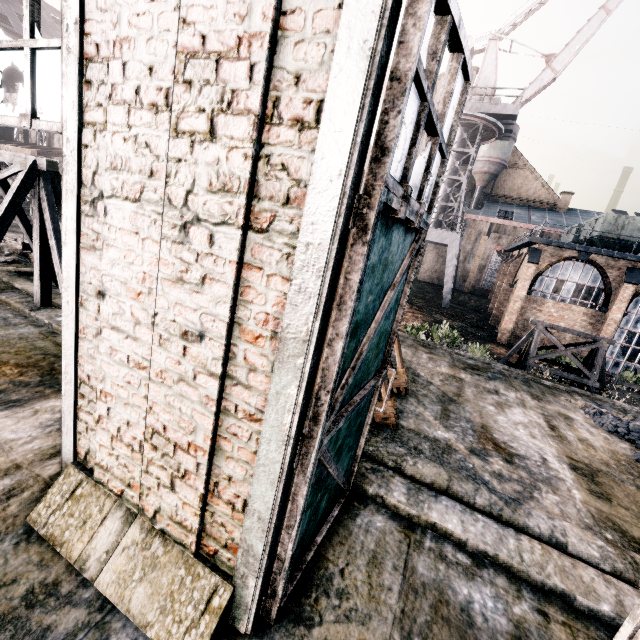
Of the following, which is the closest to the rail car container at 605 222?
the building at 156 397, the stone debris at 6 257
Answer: the building at 156 397

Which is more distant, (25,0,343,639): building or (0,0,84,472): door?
(0,0,84,472): door

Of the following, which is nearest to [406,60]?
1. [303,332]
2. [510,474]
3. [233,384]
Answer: [303,332]

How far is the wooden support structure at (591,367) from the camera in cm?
1455

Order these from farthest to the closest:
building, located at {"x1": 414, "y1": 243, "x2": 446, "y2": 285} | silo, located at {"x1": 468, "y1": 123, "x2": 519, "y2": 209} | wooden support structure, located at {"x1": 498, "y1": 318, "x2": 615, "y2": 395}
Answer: building, located at {"x1": 414, "y1": 243, "x2": 446, "y2": 285}, silo, located at {"x1": 468, "y1": 123, "x2": 519, "y2": 209}, wooden support structure, located at {"x1": 498, "y1": 318, "x2": 615, "y2": 395}

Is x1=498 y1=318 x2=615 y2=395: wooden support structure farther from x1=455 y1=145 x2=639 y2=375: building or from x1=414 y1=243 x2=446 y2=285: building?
x1=414 y1=243 x2=446 y2=285: building

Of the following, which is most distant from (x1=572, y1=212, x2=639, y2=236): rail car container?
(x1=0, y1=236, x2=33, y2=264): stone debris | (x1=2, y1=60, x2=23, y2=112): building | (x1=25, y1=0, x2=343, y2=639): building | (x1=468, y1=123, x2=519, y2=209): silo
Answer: (x1=0, y1=236, x2=33, y2=264): stone debris

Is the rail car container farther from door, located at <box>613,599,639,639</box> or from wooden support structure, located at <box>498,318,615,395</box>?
door, located at <box>613,599,639,639</box>
